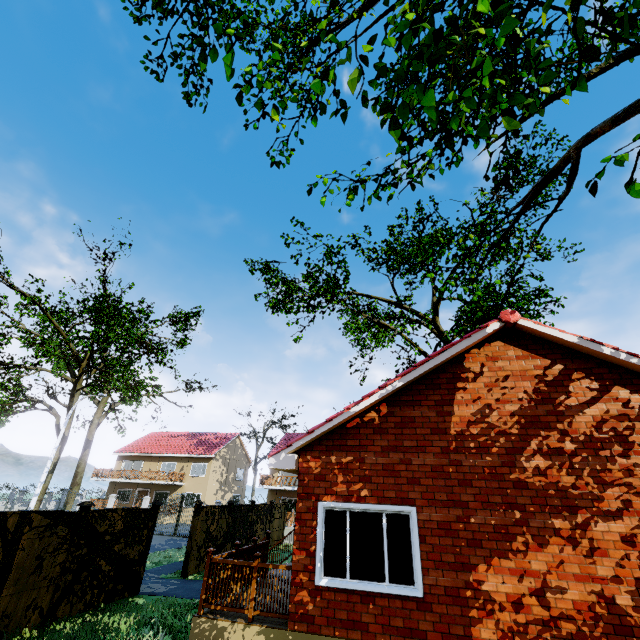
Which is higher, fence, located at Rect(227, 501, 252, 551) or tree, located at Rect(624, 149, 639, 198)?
tree, located at Rect(624, 149, 639, 198)

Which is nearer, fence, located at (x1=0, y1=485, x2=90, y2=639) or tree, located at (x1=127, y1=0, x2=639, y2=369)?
tree, located at (x1=127, y1=0, x2=639, y2=369)

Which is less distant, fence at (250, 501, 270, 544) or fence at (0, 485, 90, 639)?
fence at (0, 485, 90, 639)

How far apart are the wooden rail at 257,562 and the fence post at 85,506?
4.3 meters

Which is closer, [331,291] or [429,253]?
[429,253]

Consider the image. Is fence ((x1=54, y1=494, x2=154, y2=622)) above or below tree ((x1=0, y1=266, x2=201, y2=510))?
below

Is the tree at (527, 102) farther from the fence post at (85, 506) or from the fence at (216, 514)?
the fence post at (85, 506)

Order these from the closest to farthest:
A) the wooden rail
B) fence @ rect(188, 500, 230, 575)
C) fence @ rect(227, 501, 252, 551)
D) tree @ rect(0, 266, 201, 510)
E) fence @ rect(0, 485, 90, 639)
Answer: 1. the wooden rail
2. fence @ rect(0, 485, 90, 639)
3. fence @ rect(188, 500, 230, 575)
4. fence @ rect(227, 501, 252, 551)
5. tree @ rect(0, 266, 201, 510)
